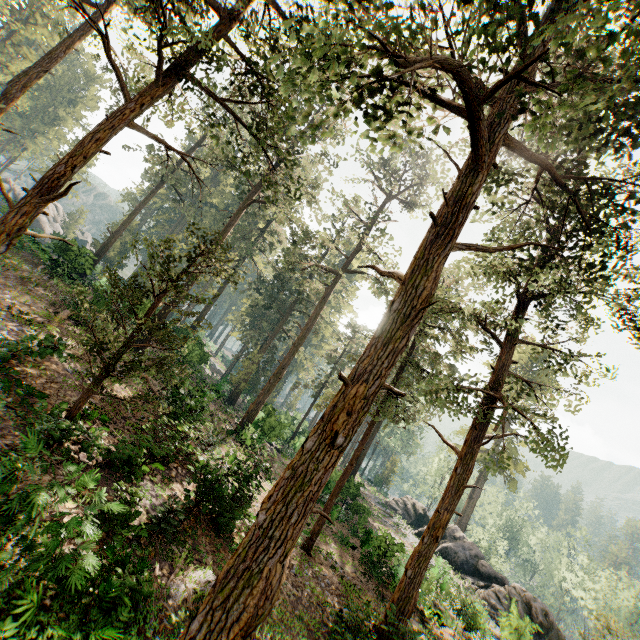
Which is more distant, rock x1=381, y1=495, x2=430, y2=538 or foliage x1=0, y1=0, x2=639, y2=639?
rock x1=381, y1=495, x2=430, y2=538

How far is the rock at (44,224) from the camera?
43.6m

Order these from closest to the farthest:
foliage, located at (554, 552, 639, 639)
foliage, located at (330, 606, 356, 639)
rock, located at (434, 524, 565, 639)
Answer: foliage, located at (330, 606, 356, 639) < foliage, located at (554, 552, 639, 639) < rock, located at (434, 524, 565, 639)

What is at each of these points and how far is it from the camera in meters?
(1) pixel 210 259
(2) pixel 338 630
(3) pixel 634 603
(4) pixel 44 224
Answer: (1) foliage, 12.6 m
(2) foliage, 11.1 m
(3) foliage, 46.9 m
(4) rock, 55.4 m

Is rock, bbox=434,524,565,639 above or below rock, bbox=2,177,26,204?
below

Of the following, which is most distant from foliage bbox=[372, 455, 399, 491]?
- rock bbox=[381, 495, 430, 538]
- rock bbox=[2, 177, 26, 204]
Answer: rock bbox=[2, 177, 26, 204]

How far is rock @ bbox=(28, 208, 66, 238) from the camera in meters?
43.6 m

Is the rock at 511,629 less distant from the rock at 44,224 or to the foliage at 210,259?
the foliage at 210,259
